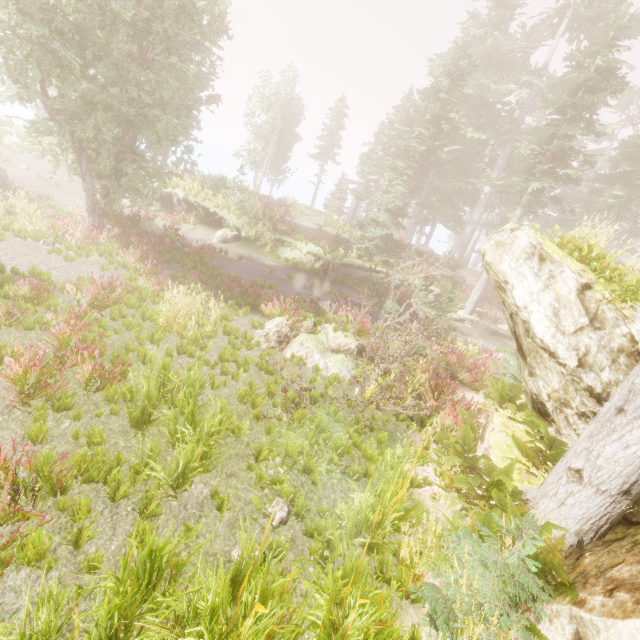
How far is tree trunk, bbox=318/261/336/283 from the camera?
19.8m

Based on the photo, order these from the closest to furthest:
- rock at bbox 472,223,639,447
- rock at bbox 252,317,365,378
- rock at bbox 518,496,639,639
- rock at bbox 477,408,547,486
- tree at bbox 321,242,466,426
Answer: rock at bbox 518,496,639,639 < rock at bbox 472,223,639,447 < rock at bbox 477,408,547,486 < tree at bbox 321,242,466,426 < rock at bbox 252,317,365,378

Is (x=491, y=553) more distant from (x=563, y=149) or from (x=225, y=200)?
(x=563, y=149)

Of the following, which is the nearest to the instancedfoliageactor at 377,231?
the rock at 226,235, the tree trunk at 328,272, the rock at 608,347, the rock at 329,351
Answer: the rock at 608,347

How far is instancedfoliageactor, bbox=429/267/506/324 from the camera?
14.3 meters

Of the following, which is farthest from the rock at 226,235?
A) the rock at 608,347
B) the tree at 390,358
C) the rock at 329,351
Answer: the rock at 608,347

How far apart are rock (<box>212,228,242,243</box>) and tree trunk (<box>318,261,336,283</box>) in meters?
5.5 m

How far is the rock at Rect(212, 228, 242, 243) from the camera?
20.3m
